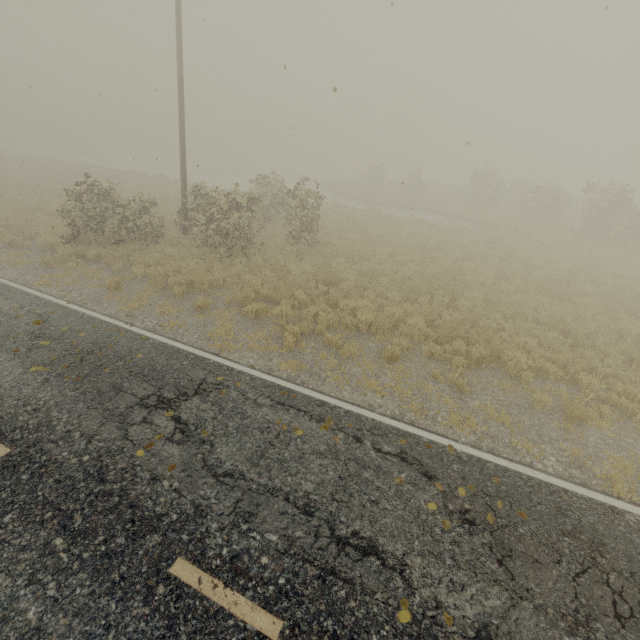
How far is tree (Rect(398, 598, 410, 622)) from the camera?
3.6 meters

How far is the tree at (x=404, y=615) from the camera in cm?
364

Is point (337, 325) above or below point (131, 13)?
below
